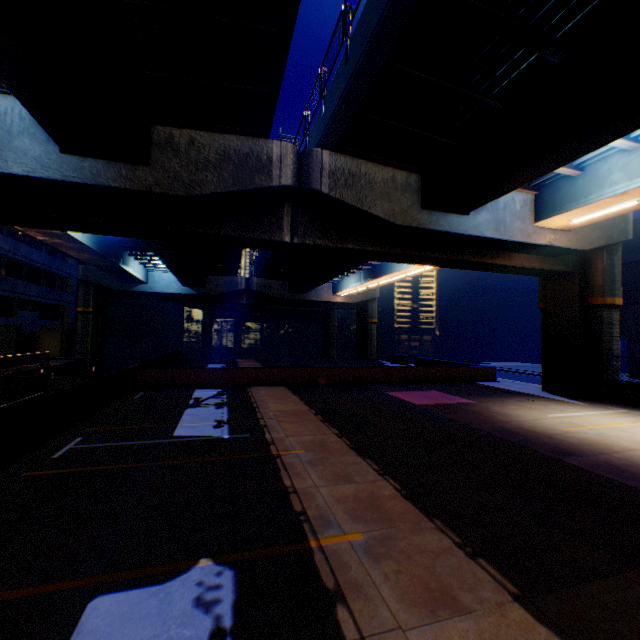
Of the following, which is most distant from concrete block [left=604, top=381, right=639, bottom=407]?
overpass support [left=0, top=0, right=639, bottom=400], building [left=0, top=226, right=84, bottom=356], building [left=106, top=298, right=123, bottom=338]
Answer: building [left=106, top=298, right=123, bottom=338]

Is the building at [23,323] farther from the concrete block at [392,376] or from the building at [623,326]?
the building at [623,326]

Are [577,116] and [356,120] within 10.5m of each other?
yes

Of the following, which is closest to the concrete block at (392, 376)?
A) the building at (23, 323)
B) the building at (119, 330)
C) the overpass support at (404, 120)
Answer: the overpass support at (404, 120)

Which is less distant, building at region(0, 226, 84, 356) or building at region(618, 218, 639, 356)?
building at region(618, 218, 639, 356)

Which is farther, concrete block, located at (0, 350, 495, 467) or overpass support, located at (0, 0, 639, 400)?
concrete block, located at (0, 350, 495, 467)

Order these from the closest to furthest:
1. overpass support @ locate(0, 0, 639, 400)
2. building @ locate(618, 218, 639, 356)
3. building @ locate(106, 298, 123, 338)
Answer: overpass support @ locate(0, 0, 639, 400)
building @ locate(618, 218, 639, 356)
building @ locate(106, 298, 123, 338)

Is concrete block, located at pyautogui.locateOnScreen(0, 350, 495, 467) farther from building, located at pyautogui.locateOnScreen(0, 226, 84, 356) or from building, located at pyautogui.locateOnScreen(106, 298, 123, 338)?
building, located at pyautogui.locateOnScreen(106, 298, 123, 338)
